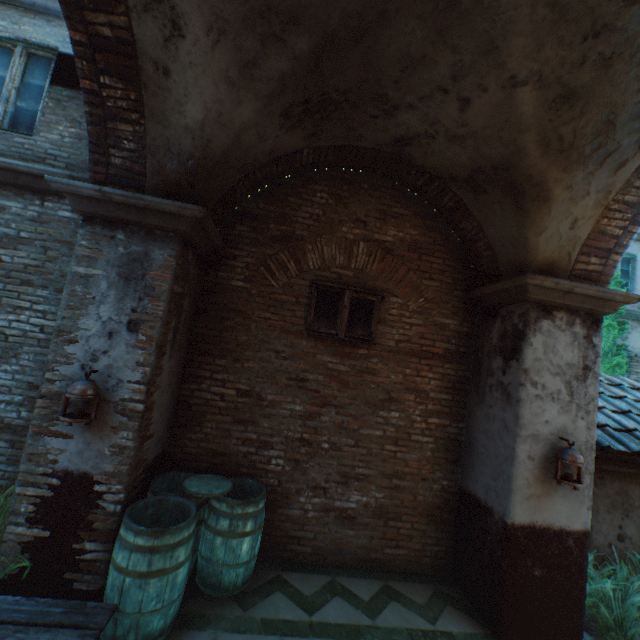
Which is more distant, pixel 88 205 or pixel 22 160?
pixel 22 160

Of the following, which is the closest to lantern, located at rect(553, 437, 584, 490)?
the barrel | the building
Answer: the building

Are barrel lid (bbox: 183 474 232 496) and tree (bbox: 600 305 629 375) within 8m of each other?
no

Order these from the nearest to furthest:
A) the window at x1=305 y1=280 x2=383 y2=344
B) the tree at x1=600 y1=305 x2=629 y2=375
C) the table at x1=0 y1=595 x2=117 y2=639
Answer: the table at x1=0 y1=595 x2=117 y2=639
the window at x1=305 y1=280 x2=383 y2=344
the tree at x1=600 y1=305 x2=629 y2=375

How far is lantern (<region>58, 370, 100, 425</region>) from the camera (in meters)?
2.88

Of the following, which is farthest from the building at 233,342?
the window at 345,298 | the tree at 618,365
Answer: the tree at 618,365

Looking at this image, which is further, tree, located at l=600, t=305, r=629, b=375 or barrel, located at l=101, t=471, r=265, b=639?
tree, located at l=600, t=305, r=629, b=375

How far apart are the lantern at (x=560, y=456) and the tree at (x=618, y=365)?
6.3 meters
